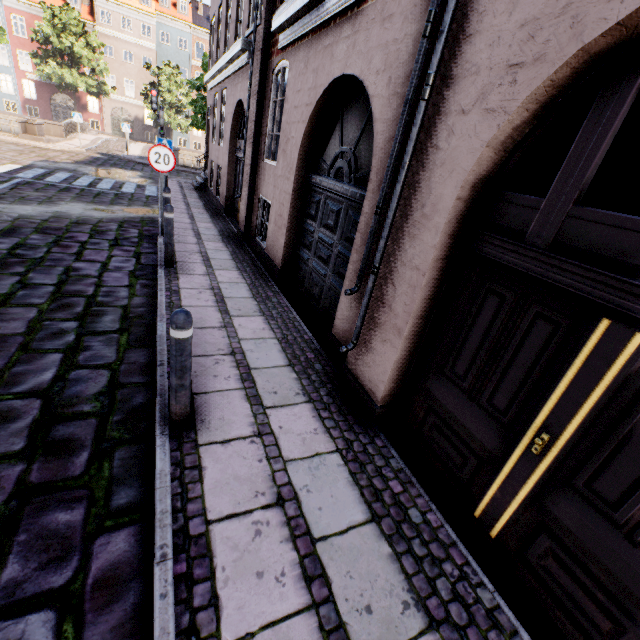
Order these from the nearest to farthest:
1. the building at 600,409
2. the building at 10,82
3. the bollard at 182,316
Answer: the building at 600,409, the bollard at 182,316, the building at 10,82

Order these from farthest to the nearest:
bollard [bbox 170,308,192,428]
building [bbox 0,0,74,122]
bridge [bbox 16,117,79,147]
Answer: building [bbox 0,0,74,122], bridge [bbox 16,117,79,147], bollard [bbox 170,308,192,428]

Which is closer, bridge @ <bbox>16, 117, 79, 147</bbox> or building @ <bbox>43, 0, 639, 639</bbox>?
building @ <bbox>43, 0, 639, 639</bbox>

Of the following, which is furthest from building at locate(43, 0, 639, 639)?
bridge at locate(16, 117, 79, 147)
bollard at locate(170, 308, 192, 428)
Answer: bridge at locate(16, 117, 79, 147)

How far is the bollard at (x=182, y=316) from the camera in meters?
2.4

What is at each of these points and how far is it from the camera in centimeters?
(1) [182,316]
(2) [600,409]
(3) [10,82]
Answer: (1) bollard, 236cm
(2) building, 181cm
(3) building, 3575cm
